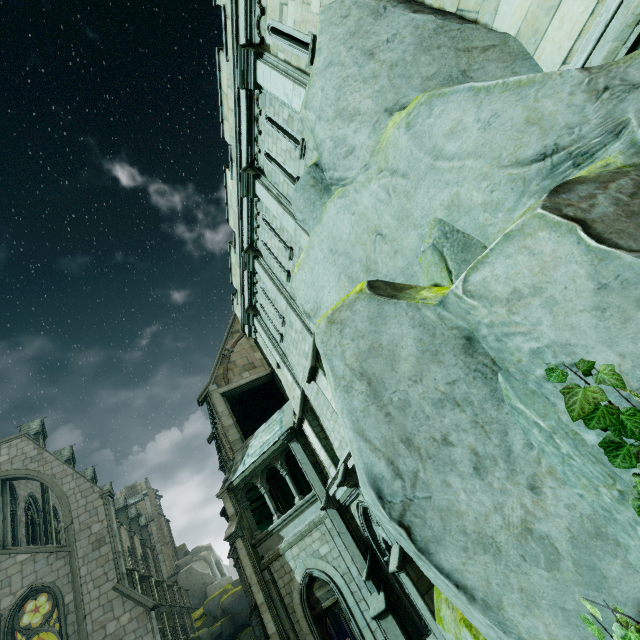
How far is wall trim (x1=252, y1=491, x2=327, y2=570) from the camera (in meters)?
12.82

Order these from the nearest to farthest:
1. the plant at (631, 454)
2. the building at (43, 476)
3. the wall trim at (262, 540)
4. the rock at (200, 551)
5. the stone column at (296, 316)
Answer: the plant at (631, 454), the stone column at (296, 316), the wall trim at (262, 540), the building at (43, 476), the rock at (200, 551)

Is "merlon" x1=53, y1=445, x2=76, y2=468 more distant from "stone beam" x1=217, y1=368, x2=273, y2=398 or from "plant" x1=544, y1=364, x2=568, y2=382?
"plant" x1=544, y1=364, x2=568, y2=382

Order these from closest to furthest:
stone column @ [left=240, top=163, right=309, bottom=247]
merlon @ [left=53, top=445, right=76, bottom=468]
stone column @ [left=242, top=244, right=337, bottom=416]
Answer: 1. stone column @ [left=240, top=163, right=309, bottom=247]
2. stone column @ [left=242, top=244, right=337, bottom=416]
3. merlon @ [left=53, top=445, right=76, bottom=468]

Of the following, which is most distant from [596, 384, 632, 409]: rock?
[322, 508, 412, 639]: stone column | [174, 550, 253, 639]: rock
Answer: [174, 550, 253, 639]: rock

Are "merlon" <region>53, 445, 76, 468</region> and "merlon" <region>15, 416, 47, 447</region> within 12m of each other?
yes

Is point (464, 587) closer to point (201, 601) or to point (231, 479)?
point (231, 479)

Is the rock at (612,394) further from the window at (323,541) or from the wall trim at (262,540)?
the wall trim at (262,540)
